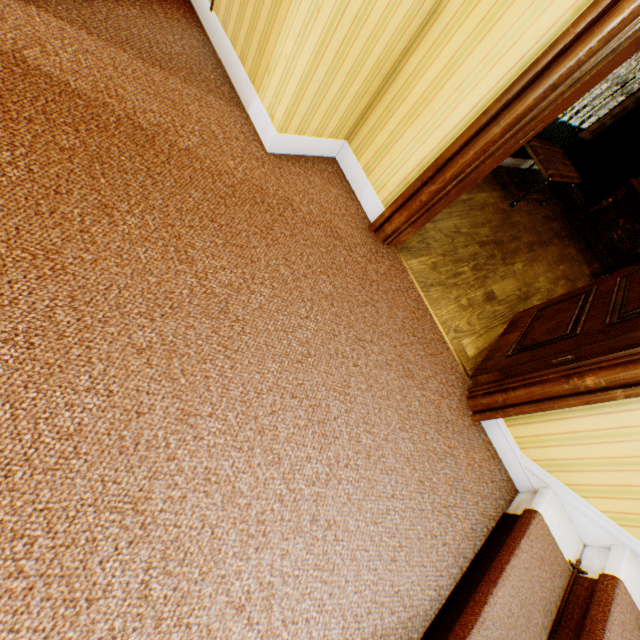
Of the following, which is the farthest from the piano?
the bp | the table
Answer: the bp

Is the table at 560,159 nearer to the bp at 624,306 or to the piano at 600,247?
the piano at 600,247

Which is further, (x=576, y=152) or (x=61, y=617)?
(x=576, y=152)

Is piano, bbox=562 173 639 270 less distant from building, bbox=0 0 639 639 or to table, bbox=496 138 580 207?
building, bbox=0 0 639 639

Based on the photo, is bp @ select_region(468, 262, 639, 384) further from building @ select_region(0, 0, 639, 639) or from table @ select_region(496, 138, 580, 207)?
table @ select_region(496, 138, 580, 207)

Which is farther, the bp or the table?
the table

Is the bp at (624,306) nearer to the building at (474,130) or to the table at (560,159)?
the building at (474,130)

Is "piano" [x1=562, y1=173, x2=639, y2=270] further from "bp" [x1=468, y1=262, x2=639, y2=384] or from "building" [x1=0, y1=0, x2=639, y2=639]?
"bp" [x1=468, y1=262, x2=639, y2=384]
